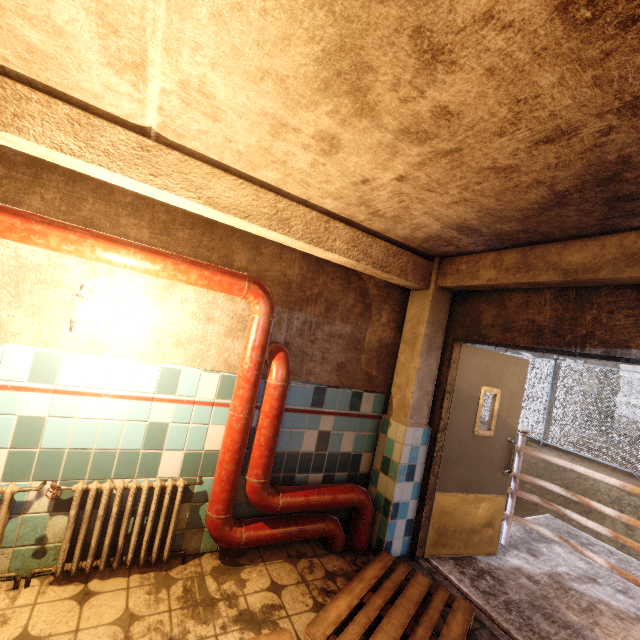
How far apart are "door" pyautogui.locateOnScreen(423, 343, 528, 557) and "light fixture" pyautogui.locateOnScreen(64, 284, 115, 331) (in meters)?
3.06

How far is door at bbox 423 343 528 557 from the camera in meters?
3.3 m

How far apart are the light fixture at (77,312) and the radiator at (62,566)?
1.0 meters

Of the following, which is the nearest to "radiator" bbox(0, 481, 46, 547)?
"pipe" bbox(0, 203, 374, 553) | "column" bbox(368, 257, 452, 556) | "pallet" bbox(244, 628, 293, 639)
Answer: "pipe" bbox(0, 203, 374, 553)

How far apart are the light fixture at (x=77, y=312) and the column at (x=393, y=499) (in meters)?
2.61

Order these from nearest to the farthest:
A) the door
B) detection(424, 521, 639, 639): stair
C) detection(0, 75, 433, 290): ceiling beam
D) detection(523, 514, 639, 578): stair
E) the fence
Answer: detection(0, 75, 433, 290): ceiling beam
detection(424, 521, 639, 639): stair
the door
detection(523, 514, 639, 578): stair
the fence

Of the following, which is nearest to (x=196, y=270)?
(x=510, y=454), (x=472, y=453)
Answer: (x=472, y=453)

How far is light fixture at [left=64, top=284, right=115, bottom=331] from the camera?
2.02m
